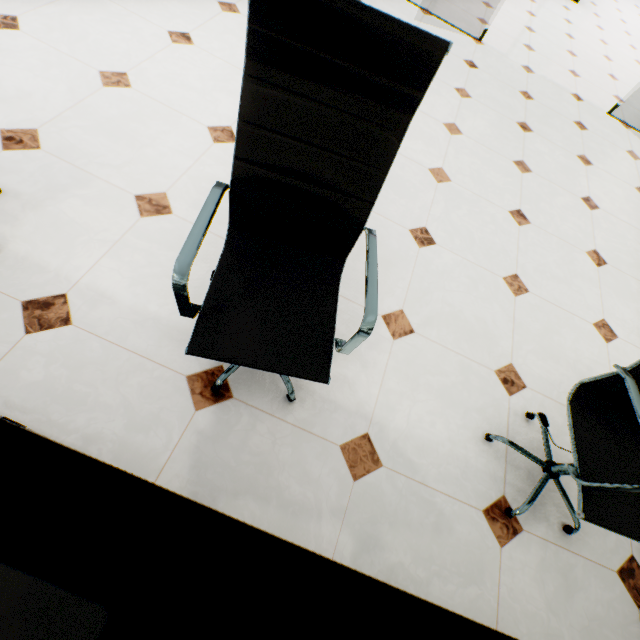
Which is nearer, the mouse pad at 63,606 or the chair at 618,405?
the mouse pad at 63,606

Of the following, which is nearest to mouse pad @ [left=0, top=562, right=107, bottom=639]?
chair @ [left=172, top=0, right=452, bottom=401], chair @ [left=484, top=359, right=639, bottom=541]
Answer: chair @ [left=172, top=0, right=452, bottom=401]

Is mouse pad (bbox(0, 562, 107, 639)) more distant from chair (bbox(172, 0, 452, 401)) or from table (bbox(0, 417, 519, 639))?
chair (bbox(172, 0, 452, 401))

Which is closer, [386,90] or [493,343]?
[386,90]

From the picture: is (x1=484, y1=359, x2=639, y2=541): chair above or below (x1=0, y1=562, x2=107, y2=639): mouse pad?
below

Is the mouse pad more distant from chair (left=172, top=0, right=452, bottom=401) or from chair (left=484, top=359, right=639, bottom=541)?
chair (left=484, top=359, right=639, bottom=541)

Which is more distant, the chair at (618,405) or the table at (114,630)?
the chair at (618,405)

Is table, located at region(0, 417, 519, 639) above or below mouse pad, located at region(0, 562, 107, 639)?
below
